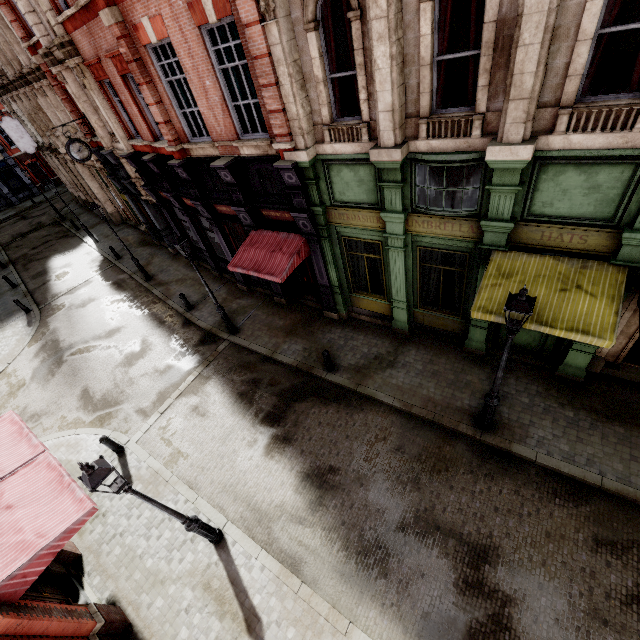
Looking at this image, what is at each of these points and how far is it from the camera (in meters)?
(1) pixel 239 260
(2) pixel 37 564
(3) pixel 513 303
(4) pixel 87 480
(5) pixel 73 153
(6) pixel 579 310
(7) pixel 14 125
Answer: (1) awning, 11.48
(2) awning, 5.79
(3) street light, 5.52
(4) street light, 5.05
(5) clock, 15.24
(6) awning, 6.44
(7) sign, 23.67

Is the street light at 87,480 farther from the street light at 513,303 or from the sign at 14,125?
the sign at 14,125

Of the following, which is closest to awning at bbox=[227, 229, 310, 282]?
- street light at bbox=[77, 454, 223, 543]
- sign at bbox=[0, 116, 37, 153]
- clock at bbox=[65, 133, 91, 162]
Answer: street light at bbox=[77, 454, 223, 543]

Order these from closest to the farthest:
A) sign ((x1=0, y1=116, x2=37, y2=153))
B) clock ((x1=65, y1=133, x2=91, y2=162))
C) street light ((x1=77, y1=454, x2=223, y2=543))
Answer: street light ((x1=77, y1=454, x2=223, y2=543)) → clock ((x1=65, y1=133, x2=91, y2=162)) → sign ((x1=0, y1=116, x2=37, y2=153))

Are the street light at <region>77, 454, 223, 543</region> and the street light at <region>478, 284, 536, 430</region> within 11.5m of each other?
yes

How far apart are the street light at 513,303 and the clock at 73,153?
19.25m

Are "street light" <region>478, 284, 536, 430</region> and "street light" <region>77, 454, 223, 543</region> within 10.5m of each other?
yes

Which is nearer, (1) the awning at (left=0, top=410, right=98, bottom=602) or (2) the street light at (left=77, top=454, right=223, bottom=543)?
(2) the street light at (left=77, top=454, right=223, bottom=543)
